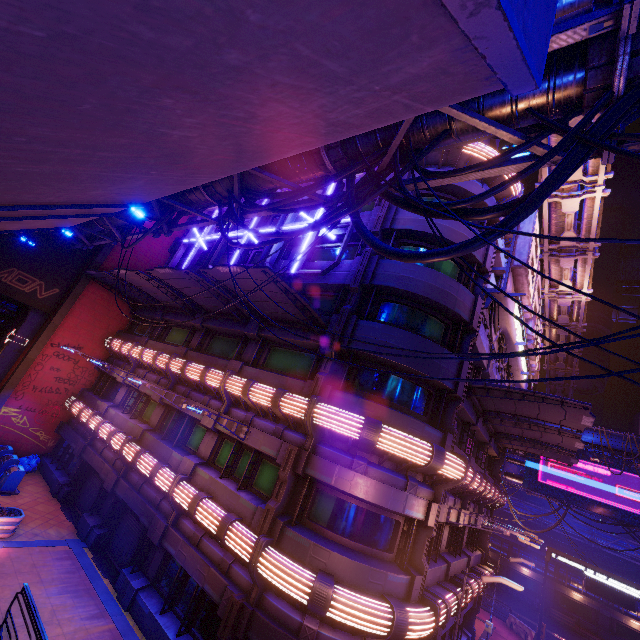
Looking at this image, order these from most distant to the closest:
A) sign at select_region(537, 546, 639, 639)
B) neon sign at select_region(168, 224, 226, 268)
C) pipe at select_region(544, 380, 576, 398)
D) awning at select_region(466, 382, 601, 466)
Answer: pipe at select_region(544, 380, 576, 398) < neon sign at select_region(168, 224, 226, 268) < sign at select_region(537, 546, 639, 639) < awning at select_region(466, 382, 601, 466)

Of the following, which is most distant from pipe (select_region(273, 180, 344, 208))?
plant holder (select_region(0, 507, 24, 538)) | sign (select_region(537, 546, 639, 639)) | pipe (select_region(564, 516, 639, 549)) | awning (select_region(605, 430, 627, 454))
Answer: sign (select_region(537, 546, 639, 639))

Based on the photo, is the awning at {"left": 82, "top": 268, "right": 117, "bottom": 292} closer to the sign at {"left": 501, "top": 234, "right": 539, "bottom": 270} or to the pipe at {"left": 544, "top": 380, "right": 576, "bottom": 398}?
the pipe at {"left": 544, "top": 380, "right": 576, "bottom": 398}

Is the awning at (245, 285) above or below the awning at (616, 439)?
below

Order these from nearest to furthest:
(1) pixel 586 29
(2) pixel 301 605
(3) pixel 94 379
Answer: (1) pixel 586 29 → (2) pixel 301 605 → (3) pixel 94 379

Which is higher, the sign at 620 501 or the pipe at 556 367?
the pipe at 556 367

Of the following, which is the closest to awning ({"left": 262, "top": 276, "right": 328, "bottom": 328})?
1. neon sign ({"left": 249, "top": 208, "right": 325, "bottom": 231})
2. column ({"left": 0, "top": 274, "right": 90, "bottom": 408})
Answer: neon sign ({"left": 249, "top": 208, "right": 325, "bottom": 231})

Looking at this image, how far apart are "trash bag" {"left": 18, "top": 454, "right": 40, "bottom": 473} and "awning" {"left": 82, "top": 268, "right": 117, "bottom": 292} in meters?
11.2 m
